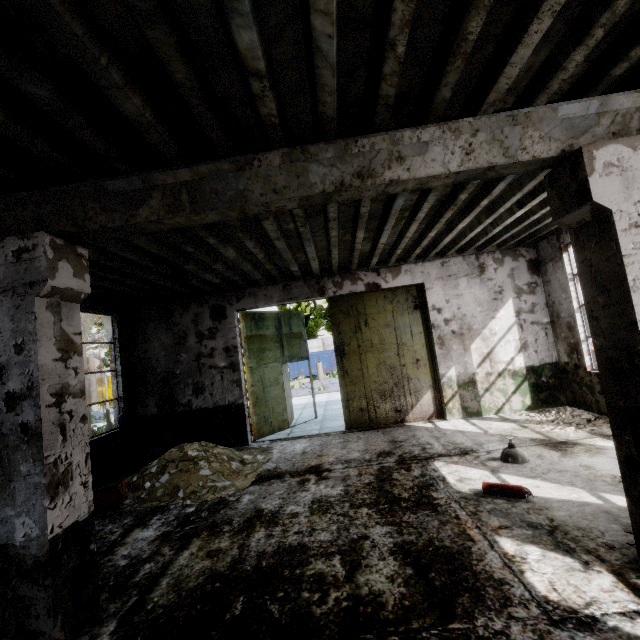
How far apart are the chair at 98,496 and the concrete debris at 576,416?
9.0 meters

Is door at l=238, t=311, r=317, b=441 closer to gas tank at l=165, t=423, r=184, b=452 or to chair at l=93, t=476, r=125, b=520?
gas tank at l=165, t=423, r=184, b=452

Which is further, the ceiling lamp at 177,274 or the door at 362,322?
the door at 362,322

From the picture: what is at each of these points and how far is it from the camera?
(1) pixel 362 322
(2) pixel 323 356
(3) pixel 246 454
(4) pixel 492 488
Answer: (1) door, 9.4m
(2) garbage container, 29.2m
(3) concrete debris, 8.0m
(4) fire extinguisher, 4.6m

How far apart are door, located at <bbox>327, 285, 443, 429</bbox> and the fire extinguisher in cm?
437

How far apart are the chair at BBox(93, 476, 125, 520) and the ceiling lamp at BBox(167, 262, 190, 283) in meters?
3.9 m

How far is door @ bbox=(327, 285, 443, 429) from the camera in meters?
9.2

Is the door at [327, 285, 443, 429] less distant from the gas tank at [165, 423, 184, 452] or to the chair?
the gas tank at [165, 423, 184, 452]
